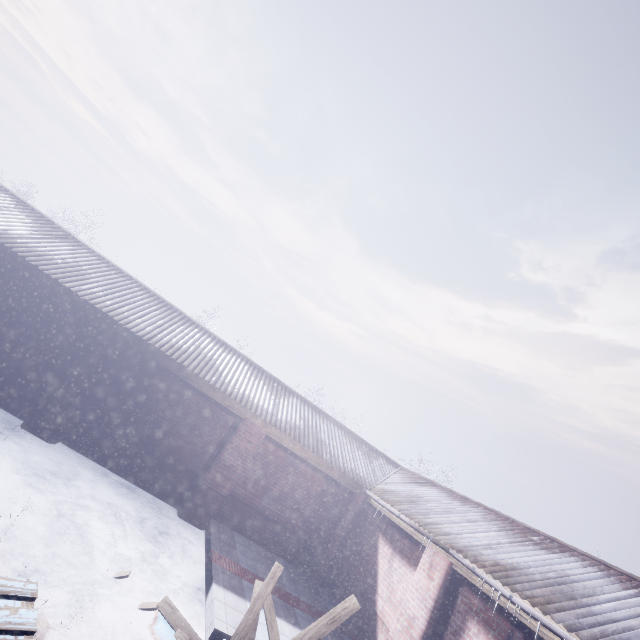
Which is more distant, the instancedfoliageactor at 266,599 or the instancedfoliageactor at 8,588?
the instancedfoliageactor at 266,599

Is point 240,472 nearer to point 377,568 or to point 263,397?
point 263,397

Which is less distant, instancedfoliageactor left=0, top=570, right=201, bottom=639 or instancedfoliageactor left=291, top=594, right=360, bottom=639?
instancedfoliageactor left=0, top=570, right=201, bottom=639
